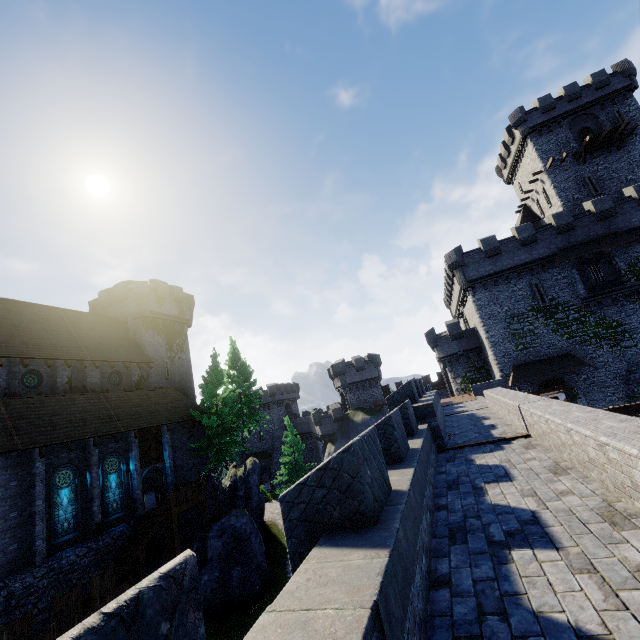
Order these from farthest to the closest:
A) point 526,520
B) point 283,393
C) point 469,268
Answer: point 283,393 < point 469,268 < point 526,520

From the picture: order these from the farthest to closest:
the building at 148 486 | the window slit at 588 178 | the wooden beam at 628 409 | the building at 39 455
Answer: the window slit at 588 178 < the building at 148 486 < the building at 39 455 < the wooden beam at 628 409

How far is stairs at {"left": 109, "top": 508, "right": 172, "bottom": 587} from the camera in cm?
1850

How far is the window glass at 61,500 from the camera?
18.22m

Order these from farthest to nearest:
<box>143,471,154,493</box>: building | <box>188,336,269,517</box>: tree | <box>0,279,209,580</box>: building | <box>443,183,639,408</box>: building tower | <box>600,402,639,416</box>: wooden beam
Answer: <box>143,471,154,493</box>: building
<box>188,336,269,517</box>: tree
<box>443,183,639,408</box>: building tower
<box>0,279,209,580</box>: building
<box>600,402,639,416</box>: wooden beam

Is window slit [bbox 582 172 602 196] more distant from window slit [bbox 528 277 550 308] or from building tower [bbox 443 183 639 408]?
window slit [bbox 528 277 550 308]

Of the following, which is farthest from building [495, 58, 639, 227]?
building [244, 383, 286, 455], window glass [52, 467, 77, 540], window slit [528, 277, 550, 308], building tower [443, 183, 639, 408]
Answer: window glass [52, 467, 77, 540]

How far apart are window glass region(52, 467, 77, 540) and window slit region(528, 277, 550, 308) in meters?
37.0 m
